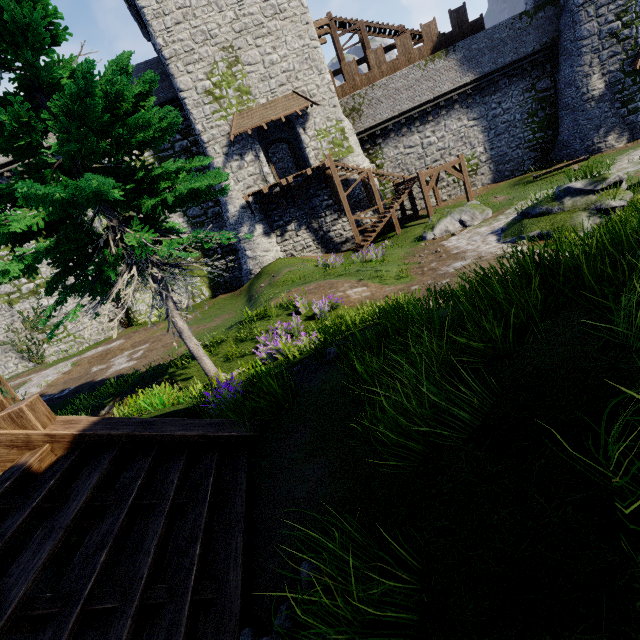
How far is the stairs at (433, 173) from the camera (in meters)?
20.80

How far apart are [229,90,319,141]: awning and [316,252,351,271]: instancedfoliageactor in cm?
1049

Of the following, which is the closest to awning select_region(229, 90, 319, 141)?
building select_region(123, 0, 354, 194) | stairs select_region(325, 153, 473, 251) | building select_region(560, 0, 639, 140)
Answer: building select_region(123, 0, 354, 194)

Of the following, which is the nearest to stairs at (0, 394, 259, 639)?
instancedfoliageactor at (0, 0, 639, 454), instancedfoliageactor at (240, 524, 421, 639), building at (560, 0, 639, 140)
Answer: instancedfoliageactor at (240, 524, 421, 639)

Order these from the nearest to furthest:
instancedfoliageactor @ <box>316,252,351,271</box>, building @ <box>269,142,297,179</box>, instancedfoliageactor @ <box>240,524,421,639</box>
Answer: instancedfoliageactor @ <box>240,524,421,639</box> → instancedfoliageactor @ <box>316,252,351,271</box> → building @ <box>269,142,297,179</box>

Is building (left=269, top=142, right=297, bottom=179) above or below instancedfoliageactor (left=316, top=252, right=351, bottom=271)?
above

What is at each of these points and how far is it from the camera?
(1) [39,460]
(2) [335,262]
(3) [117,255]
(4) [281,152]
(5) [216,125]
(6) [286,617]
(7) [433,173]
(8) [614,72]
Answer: (1) stairs, 3.7 meters
(2) instancedfoliageactor, 16.4 meters
(3) instancedfoliageactor, 7.3 meters
(4) building, 29.5 meters
(5) building, 21.2 meters
(6) instancedfoliageactor, 2.1 meters
(7) stairs, 20.6 meters
(8) building, 20.8 meters

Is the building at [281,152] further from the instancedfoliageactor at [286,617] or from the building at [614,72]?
the instancedfoliageactor at [286,617]
